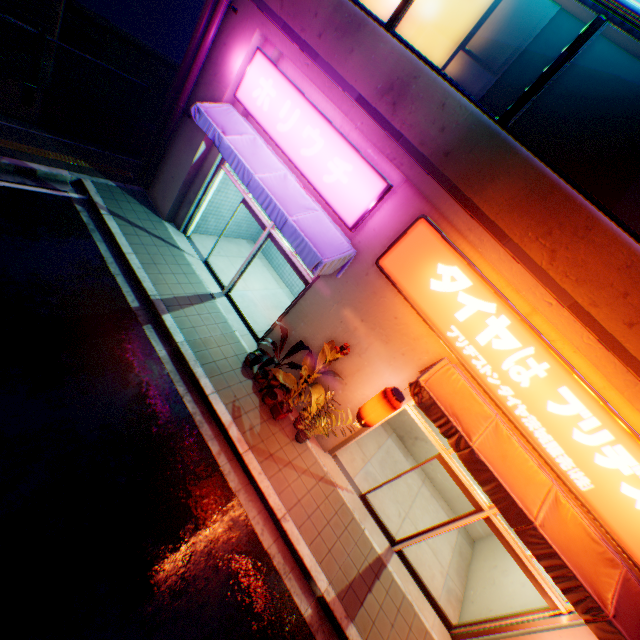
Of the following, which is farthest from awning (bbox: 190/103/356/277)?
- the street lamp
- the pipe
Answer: the street lamp

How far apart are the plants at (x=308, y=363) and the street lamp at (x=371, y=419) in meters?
0.6

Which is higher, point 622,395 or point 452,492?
point 622,395

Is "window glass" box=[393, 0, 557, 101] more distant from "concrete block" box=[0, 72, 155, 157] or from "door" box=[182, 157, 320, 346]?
"concrete block" box=[0, 72, 155, 157]

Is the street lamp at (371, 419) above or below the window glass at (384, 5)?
below

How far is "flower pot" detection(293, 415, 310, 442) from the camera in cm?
723

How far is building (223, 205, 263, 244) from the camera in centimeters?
1073cm

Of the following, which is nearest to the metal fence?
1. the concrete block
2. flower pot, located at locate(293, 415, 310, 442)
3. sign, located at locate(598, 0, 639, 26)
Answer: the concrete block
